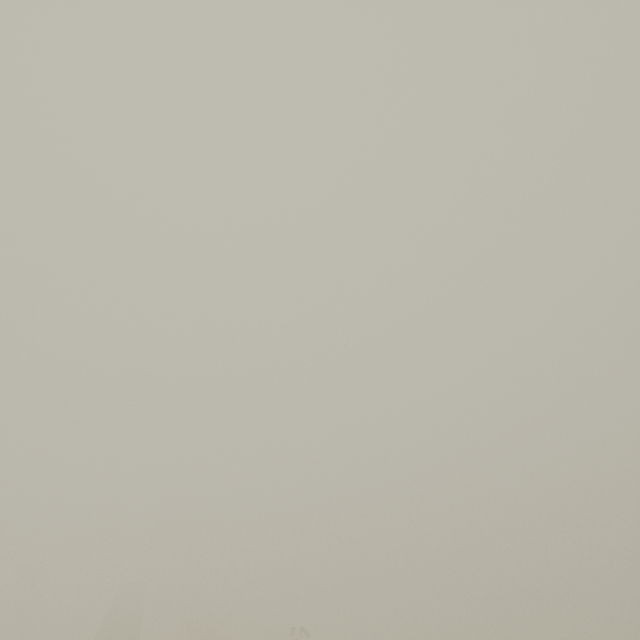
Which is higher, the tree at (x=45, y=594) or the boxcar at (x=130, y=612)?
the tree at (x=45, y=594)

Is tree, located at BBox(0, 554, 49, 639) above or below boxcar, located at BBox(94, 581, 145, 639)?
above

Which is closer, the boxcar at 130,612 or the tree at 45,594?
the boxcar at 130,612

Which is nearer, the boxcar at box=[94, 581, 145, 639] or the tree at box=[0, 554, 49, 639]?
the boxcar at box=[94, 581, 145, 639]

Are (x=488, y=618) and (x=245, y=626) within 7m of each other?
no
